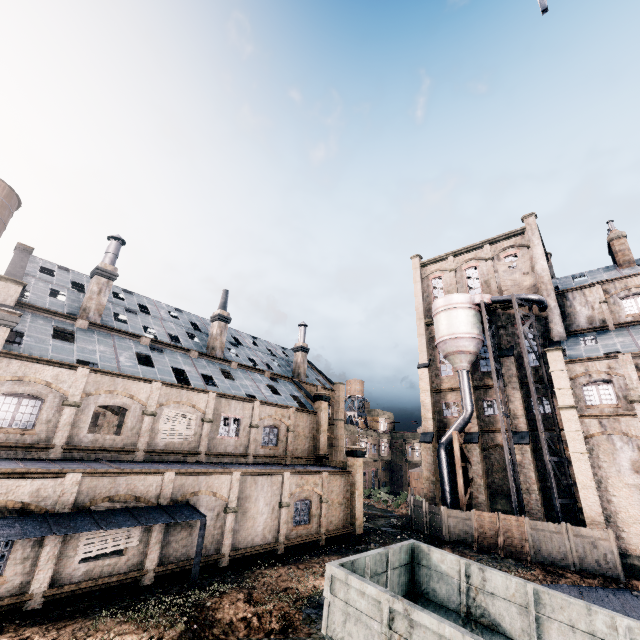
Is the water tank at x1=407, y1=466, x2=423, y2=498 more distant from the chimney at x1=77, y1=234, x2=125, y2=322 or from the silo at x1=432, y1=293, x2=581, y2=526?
the chimney at x1=77, y1=234, x2=125, y2=322

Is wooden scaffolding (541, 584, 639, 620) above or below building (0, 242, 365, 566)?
below

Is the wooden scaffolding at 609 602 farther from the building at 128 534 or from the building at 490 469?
the building at 128 534

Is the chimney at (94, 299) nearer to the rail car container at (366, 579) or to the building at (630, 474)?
the rail car container at (366, 579)

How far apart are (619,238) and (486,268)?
12.79m

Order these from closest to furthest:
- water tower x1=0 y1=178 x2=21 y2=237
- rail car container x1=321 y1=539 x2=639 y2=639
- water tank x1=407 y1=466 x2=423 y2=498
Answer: rail car container x1=321 y1=539 x2=639 y2=639, water tower x1=0 y1=178 x2=21 y2=237, water tank x1=407 y1=466 x2=423 y2=498

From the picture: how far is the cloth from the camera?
35.58m

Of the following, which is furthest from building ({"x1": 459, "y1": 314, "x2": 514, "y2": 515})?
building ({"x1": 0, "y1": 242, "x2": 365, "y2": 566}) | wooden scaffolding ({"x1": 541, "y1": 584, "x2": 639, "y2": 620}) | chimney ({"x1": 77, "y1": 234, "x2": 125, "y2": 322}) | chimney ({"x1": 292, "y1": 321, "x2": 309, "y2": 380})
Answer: chimney ({"x1": 77, "y1": 234, "x2": 125, "y2": 322})
